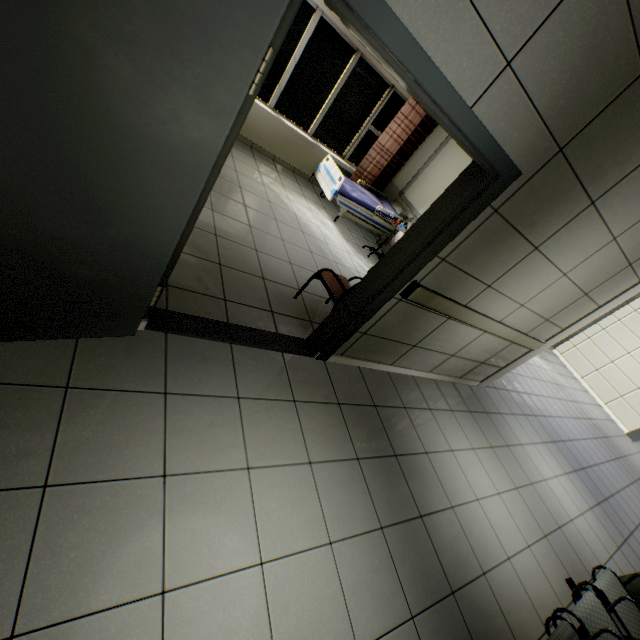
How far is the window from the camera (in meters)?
6.81

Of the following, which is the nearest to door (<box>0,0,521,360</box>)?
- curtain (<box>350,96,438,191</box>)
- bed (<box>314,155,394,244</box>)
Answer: bed (<box>314,155,394,244</box>)

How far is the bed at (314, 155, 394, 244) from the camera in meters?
5.9 m

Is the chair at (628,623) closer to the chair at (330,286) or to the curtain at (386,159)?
the chair at (330,286)

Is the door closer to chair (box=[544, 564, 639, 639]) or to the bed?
chair (box=[544, 564, 639, 639])

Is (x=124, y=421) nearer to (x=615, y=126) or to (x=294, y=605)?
(x=294, y=605)

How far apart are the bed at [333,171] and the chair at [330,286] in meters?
2.7 m

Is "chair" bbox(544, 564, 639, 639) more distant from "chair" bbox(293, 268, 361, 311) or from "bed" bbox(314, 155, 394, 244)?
"bed" bbox(314, 155, 394, 244)
